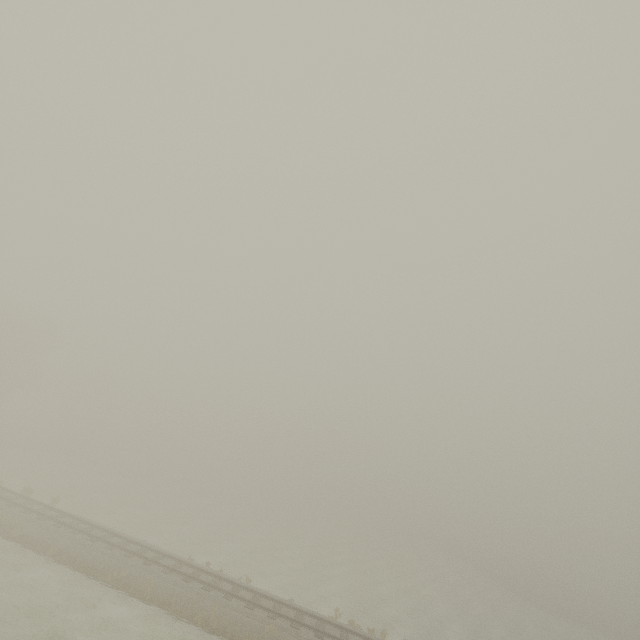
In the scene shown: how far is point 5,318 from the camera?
44.6m
